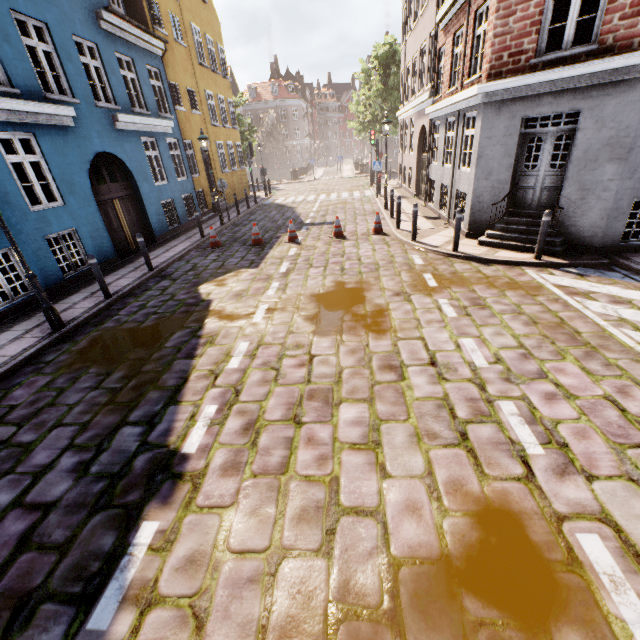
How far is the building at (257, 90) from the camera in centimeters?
5597cm

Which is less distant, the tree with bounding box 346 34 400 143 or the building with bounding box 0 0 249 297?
the building with bounding box 0 0 249 297

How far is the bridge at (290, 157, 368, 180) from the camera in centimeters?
3466cm

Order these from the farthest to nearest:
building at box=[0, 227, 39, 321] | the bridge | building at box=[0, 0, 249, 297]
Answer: the bridge → building at box=[0, 0, 249, 297] → building at box=[0, 227, 39, 321]

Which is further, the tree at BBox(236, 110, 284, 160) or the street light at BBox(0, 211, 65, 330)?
the tree at BBox(236, 110, 284, 160)

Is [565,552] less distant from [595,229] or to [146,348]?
[146,348]

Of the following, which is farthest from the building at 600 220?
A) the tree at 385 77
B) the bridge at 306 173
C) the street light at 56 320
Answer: the street light at 56 320

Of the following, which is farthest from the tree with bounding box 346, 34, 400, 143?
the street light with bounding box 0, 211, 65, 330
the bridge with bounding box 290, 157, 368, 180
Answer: the street light with bounding box 0, 211, 65, 330
